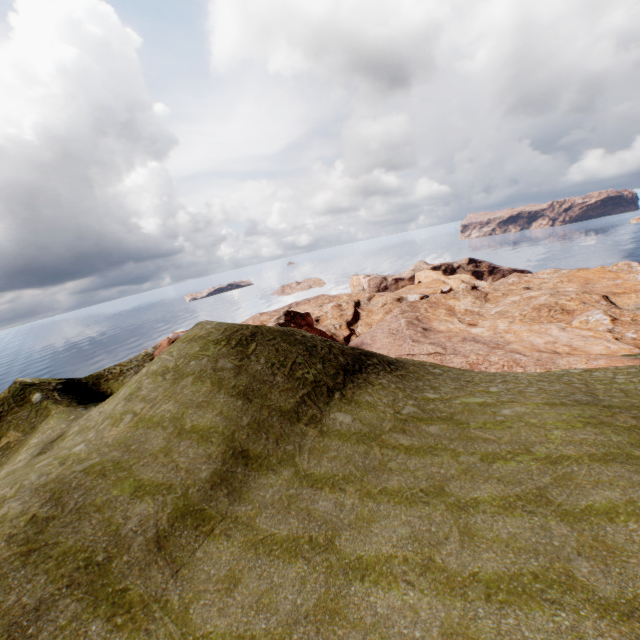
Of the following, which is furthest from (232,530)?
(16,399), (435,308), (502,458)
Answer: (435,308)
